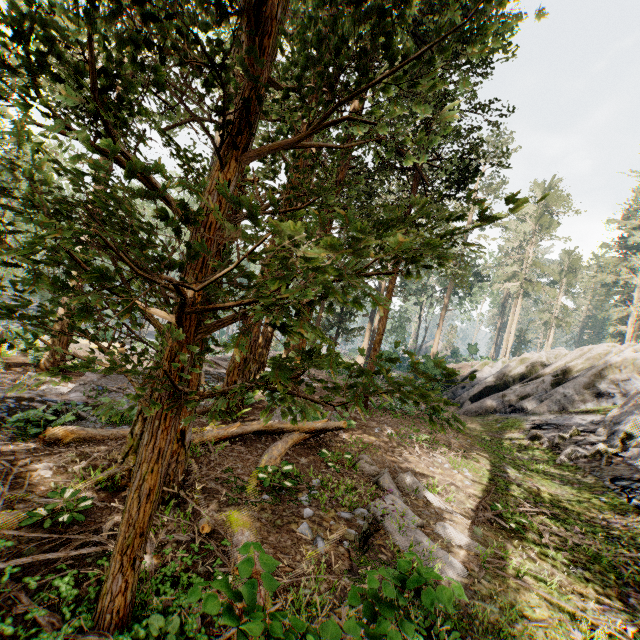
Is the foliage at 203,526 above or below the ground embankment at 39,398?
above

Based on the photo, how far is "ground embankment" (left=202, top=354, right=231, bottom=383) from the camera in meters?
16.8

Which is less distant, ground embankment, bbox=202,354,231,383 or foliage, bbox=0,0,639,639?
foliage, bbox=0,0,639,639

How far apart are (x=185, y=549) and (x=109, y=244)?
4.4m

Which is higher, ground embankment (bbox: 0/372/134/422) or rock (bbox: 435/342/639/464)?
rock (bbox: 435/342/639/464)

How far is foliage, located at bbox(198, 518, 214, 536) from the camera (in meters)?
4.00

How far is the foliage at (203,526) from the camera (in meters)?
4.00
